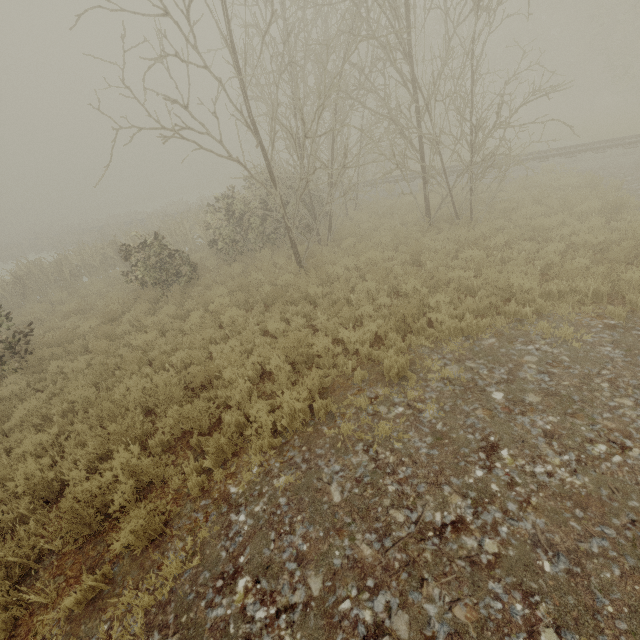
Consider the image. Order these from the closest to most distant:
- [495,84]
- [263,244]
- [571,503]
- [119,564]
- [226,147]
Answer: [571,503] → [119,564] → [226,147] → [263,244] → [495,84]
